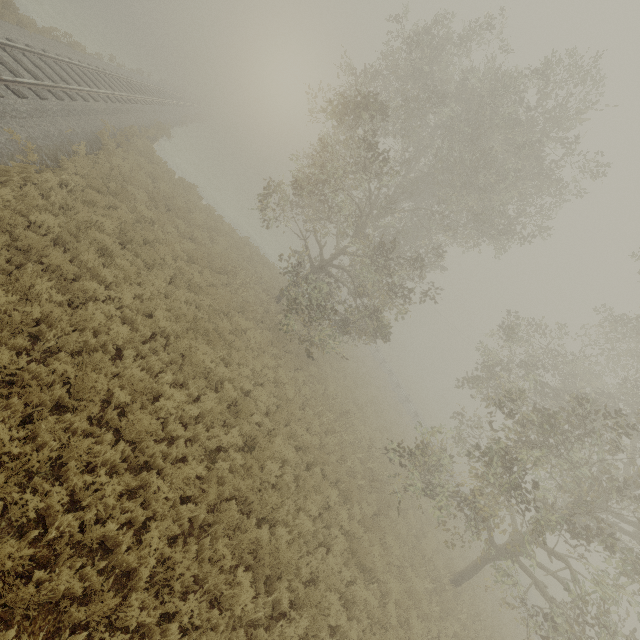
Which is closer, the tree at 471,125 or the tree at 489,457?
the tree at 489,457

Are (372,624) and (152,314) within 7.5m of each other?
no

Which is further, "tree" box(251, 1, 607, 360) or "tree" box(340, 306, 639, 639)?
"tree" box(251, 1, 607, 360)
